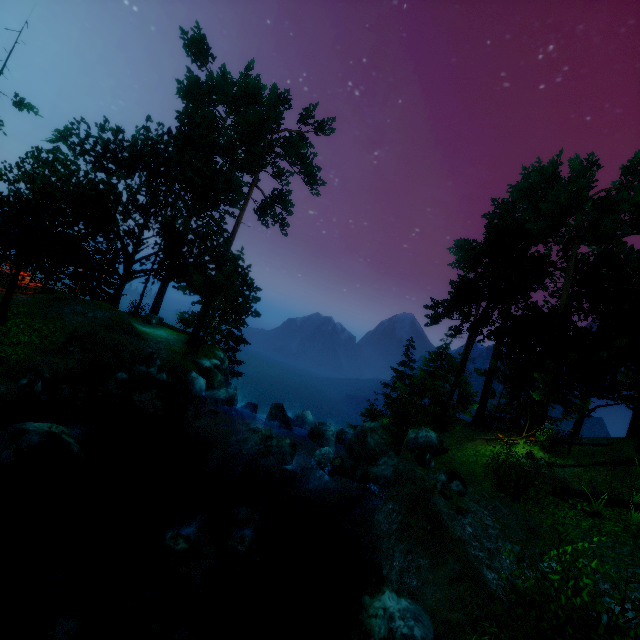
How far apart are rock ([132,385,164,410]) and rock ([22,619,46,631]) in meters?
9.0

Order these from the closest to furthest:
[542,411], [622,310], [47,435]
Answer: [47,435] < [622,310] < [542,411]

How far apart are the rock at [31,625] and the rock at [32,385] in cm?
781

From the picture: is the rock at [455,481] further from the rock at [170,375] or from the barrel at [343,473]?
the rock at [170,375]

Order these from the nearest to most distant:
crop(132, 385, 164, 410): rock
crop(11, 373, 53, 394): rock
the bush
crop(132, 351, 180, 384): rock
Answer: the bush, crop(11, 373, 53, 394): rock, crop(132, 385, 164, 410): rock, crop(132, 351, 180, 384): rock

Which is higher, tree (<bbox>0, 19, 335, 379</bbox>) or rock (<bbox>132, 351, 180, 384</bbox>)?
tree (<bbox>0, 19, 335, 379</bbox>)

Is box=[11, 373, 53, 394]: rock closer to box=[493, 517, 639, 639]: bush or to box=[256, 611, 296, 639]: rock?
box=[256, 611, 296, 639]: rock

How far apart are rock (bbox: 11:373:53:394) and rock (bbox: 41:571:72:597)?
7.0m
